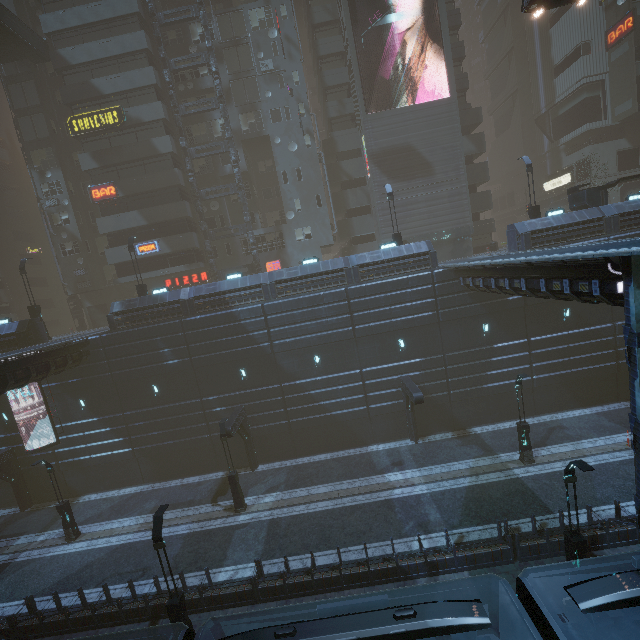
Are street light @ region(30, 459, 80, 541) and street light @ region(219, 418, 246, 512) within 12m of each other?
yes

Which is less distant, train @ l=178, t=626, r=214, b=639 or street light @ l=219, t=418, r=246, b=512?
train @ l=178, t=626, r=214, b=639

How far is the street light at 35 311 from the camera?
25.4m

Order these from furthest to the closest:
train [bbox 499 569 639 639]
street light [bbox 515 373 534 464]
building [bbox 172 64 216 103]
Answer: building [bbox 172 64 216 103] < street light [bbox 515 373 534 464] < train [bbox 499 569 639 639]

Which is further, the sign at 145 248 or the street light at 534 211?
the sign at 145 248

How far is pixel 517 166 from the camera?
52.69m

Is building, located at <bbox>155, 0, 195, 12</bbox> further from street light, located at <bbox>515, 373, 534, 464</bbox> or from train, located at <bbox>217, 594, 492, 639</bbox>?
train, located at <bbox>217, 594, 492, 639</bbox>

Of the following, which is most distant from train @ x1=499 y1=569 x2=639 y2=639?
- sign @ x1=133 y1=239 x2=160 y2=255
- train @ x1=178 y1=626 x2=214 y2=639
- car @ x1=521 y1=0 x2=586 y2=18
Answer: sign @ x1=133 y1=239 x2=160 y2=255
